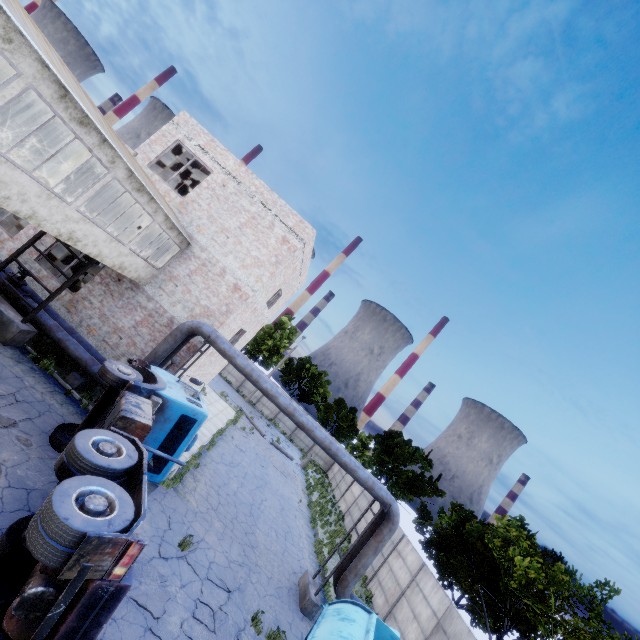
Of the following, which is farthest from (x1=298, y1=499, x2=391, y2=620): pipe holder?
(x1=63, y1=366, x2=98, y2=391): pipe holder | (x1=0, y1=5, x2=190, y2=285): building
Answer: (x1=0, y1=5, x2=190, y2=285): building

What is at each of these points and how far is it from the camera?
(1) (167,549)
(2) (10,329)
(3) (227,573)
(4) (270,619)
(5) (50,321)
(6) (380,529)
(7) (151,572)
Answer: (1) asphalt debris, 9.5m
(2) pipe holder, 11.7m
(3) asphalt debris, 10.7m
(4) asphalt debris, 10.4m
(5) pipe, 13.0m
(6) pipe, 13.1m
(7) asphalt debris, 8.4m

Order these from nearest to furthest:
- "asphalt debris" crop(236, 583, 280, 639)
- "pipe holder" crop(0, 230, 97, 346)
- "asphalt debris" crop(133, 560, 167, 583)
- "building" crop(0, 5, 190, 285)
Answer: "building" crop(0, 5, 190, 285) < "asphalt debris" crop(133, 560, 167, 583) < "asphalt debris" crop(236, 583, 280, 639) < "pipe holder" crop(0, 230, 97, 346)

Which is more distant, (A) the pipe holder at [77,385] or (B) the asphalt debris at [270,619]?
(A) the pipe holder at [77,385]

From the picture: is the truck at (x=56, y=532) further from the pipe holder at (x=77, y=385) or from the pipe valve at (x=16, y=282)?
the pipe valve at (x=16, y=282)

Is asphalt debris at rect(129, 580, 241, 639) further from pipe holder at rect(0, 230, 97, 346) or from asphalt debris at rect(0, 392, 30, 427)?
pipe holder at rect(0, 230, 97, 346)

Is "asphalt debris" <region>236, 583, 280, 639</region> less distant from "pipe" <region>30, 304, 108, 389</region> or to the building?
"pipe" <region>30, 304, 108, 389</region>

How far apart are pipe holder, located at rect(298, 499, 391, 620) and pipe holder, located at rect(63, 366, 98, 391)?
12.03m
